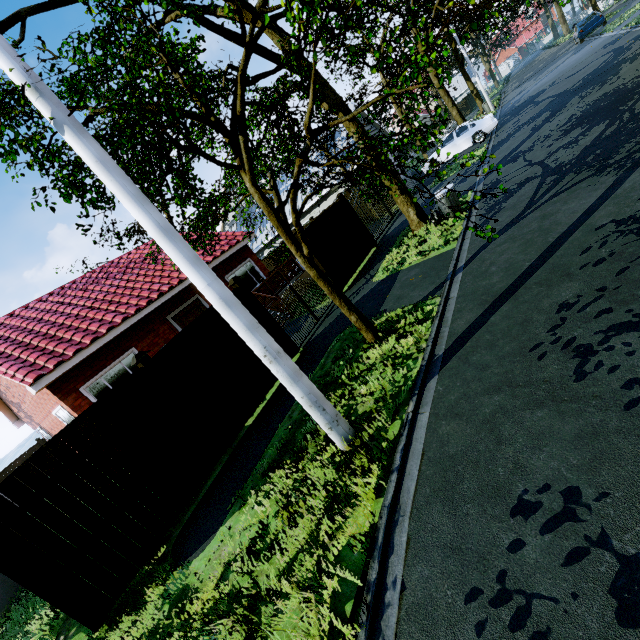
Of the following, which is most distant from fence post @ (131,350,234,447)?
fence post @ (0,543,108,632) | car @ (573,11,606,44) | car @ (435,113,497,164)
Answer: car @ (573,11,606,44)

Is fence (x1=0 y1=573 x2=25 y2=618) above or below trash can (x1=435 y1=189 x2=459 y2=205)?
below

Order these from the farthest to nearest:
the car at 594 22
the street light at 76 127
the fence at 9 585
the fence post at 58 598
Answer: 1. the car at 594 22
2. the fence at 9 585
3. the fence post at 58 598
4. the street light at 76 127

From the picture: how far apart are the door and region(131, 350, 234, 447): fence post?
6.5 meters

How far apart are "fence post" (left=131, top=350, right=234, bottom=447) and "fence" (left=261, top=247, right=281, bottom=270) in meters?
19.2

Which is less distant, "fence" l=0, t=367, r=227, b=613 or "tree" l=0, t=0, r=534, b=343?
"tree" l=0, t=0, r=534, b=343

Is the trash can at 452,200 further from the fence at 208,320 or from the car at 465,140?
the car at 465,140

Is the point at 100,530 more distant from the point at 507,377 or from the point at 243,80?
the point at 243,80
